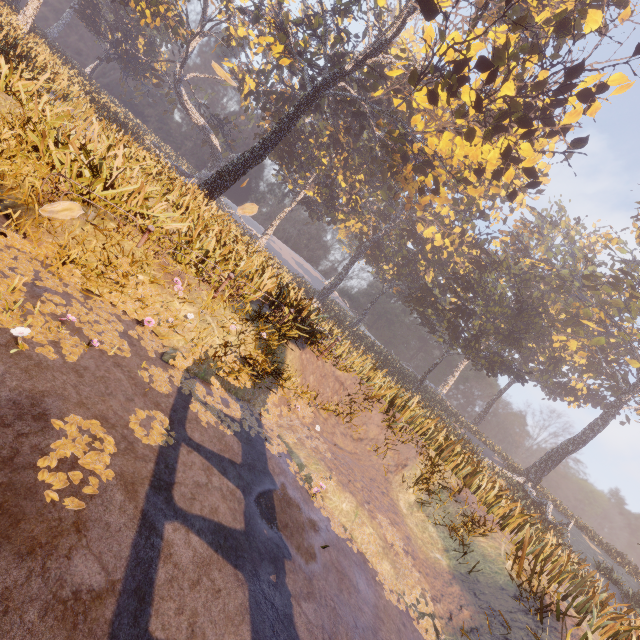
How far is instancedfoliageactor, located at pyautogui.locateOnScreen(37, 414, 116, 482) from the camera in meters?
3.1

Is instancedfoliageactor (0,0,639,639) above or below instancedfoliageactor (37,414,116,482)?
above

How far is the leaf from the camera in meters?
2.8

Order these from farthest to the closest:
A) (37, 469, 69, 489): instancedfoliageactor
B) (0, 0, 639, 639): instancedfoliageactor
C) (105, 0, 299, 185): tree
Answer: (105, 0, 299, 185): tree < (0, 0, 639, 639): instancedfoliageactor < (37, 469, 69, 489): instancedfoliageactor

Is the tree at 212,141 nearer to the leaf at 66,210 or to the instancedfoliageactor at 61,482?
the leaf at 66,210

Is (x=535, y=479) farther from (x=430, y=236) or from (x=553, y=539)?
(x=430, y=236)

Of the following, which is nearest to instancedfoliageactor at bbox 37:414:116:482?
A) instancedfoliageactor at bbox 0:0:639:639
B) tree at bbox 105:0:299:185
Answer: instancedfoliageactor at bbox 0:0:639:639

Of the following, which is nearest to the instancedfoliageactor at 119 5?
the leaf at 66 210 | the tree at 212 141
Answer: the leaf at 66 210
